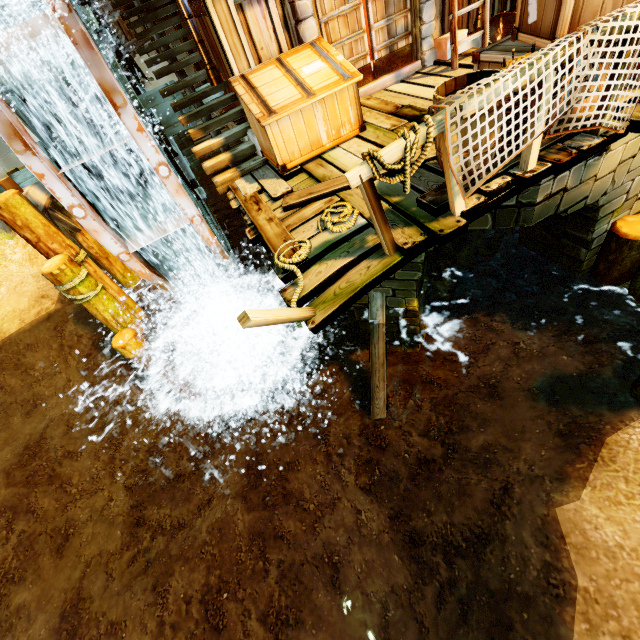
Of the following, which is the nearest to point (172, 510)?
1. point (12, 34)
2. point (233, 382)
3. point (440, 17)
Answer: point (233, 382)

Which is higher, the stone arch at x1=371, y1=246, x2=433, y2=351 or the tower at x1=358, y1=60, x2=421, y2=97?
the tower at x1=358, y1=60, x2=421, y2=97

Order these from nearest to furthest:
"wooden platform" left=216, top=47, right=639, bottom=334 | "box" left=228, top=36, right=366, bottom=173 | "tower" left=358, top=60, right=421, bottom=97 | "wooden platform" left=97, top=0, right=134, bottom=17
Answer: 1. "wooden platform" left=216, top=47, right=639, bottom=334
2. "box" left=228, top=36, right=366, bottom=173
3. "tower" left=358, top=60, right=421, bottom=97
4. "wooden platform" left=97, top=0, right=134, bottom=17

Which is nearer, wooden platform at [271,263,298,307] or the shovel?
wooden platform at [271,263,298,307]

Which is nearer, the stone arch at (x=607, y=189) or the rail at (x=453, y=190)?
the rail at (x=453, y=190)

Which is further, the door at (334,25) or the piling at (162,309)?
the piling at (162,309)

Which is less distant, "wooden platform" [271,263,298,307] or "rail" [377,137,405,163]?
"rail" [377,137,405,163]

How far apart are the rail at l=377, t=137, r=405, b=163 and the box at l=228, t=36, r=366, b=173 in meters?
2.2 m
